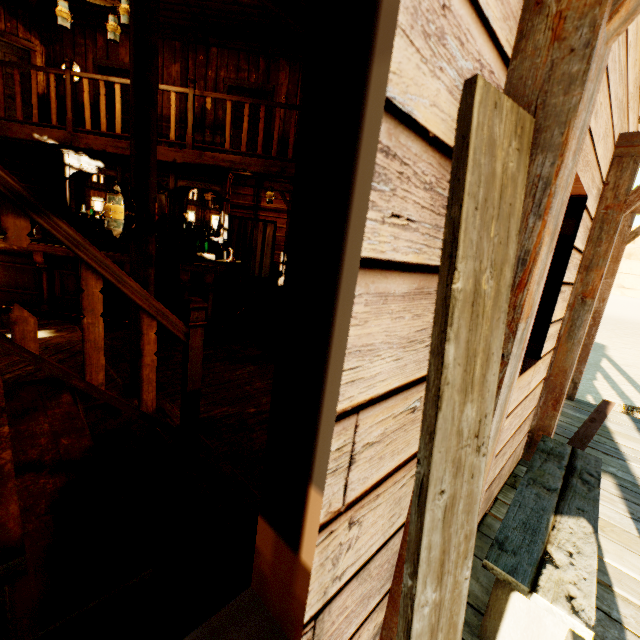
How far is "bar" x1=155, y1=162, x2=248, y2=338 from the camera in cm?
518

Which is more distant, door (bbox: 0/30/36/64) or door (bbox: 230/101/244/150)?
door (bbox: 230/101/244/150)

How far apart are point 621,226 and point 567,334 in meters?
2.7 m

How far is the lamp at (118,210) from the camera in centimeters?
272cm

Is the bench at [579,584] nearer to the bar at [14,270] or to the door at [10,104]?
the bar at [14,270]

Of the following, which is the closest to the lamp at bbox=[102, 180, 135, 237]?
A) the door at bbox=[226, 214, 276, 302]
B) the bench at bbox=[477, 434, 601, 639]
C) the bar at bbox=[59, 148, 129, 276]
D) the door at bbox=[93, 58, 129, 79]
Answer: the bar at bbox=[59, 148, 129, 276]

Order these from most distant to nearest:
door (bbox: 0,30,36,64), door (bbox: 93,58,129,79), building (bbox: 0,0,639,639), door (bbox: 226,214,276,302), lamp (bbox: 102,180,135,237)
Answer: door (bbox: 226,214,276,302) < door (bbox: 93,58,129,79) < door (bbox: 0,30,36,64) < lamp (bbox: 102,180,135,237) < building (bbox: 0,0,639,639)

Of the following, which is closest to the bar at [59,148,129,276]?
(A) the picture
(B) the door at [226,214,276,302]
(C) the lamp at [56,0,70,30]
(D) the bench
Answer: (A) the picture
